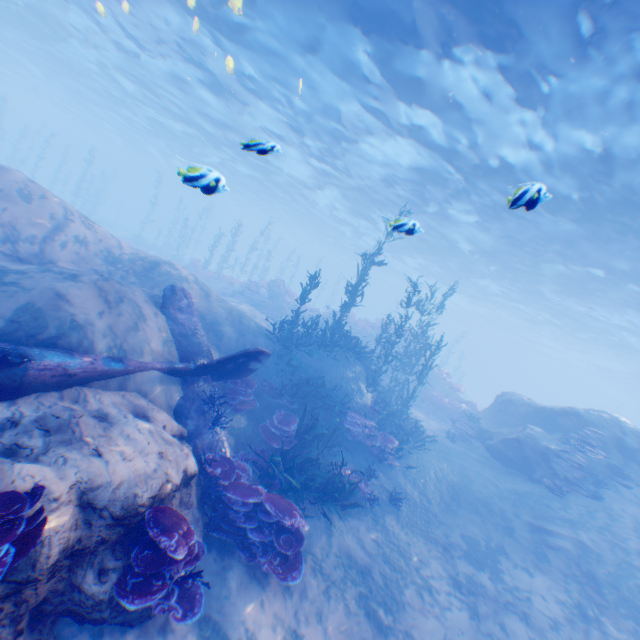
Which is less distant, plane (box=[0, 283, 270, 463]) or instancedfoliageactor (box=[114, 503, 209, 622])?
instancedfoliageactor (box=[114, 503, 209, 622])

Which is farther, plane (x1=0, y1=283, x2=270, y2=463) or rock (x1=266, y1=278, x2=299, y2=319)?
rock (x1=266, y1=278, x2=299, y2=319)

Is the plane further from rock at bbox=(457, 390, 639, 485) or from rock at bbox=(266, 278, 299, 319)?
rock at bbox=(266, 278, 299, 319)

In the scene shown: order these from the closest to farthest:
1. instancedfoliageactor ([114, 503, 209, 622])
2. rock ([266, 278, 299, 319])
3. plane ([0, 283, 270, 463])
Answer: instancedfoliageactor ([114, 503, 209, 622])
plane ([0, 283, 270, 463])
rock ([266, 278, 299, 319])

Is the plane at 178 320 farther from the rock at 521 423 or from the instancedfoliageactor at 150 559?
the instancedfoliageactor at 150 559

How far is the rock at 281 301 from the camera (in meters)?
23.58

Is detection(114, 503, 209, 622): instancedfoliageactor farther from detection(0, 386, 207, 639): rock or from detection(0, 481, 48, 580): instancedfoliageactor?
detection(0, 481, 48, 580): instancedfoliageactor

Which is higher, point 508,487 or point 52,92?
point 52,92
